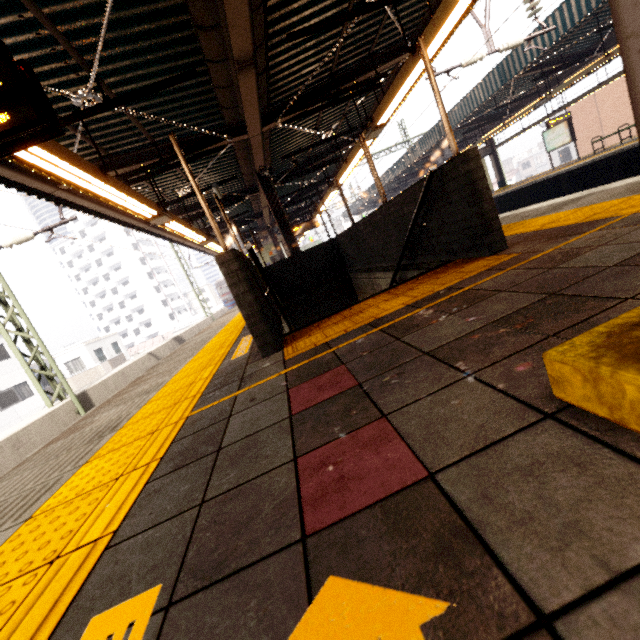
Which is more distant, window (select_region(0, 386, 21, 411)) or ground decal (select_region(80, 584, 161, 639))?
window (select_region(0, 386, 21, 411))

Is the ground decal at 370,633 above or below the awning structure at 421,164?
below

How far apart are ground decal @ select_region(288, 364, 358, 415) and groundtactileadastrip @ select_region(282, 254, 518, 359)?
0.7m

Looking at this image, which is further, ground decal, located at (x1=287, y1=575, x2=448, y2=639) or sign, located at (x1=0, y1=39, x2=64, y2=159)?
sign, located at (x1=0, y1=39, x2=64, y2=159)

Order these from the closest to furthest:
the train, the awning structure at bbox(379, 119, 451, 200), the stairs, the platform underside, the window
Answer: the stairs → the platform underside → the awning structure at bbox(379, 119, 451, 200) → the window → the train

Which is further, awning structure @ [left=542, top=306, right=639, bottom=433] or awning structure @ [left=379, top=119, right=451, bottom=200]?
awning structure @ [left=379, top=119, right=451, bottom=200]

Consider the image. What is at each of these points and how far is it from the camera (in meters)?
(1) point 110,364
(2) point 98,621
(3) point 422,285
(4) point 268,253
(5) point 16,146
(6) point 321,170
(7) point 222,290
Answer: (1) balcony, 28.36
(2) ground decal, 0.83
(3) groundtactileadastrip, 3.09
(4) elevator, 21.62
(5) sign, 2.23
(6) awning structure, 15.29
(7) train, 36.41

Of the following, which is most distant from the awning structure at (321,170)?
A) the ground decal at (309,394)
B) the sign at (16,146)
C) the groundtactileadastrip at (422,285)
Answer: the groundtactileadastrip at (422,285)
